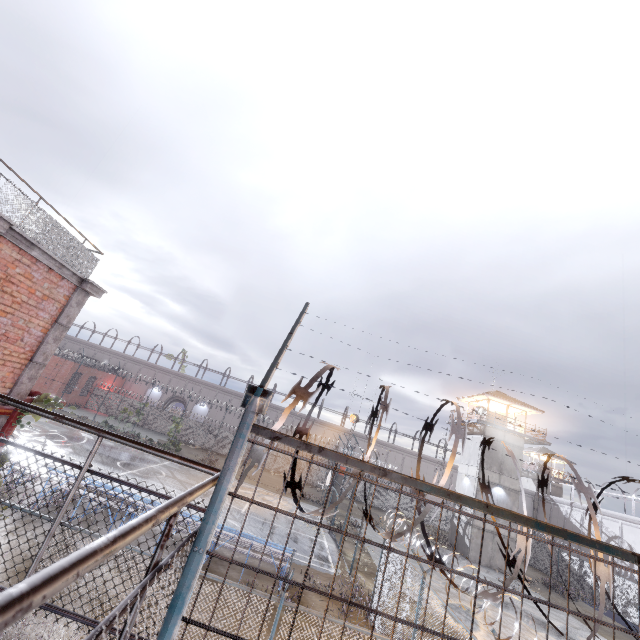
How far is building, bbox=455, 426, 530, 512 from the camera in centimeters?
2992cm

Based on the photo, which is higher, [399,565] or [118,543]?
[118,543]

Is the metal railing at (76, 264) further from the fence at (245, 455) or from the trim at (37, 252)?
the fence at (245, 455)

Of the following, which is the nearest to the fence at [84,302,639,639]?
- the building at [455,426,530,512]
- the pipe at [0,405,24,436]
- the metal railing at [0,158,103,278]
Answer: the pipe at [0,405,24,436]

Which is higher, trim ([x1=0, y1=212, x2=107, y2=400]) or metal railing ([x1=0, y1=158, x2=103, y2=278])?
metal railing ([x1=0, y1=158, x2=103, y2=278])

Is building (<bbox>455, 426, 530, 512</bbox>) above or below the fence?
above

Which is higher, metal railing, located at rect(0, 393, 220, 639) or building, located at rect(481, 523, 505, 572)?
metal railing, located at rect(0, 393, 220, 639)

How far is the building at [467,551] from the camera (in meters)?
28.17
